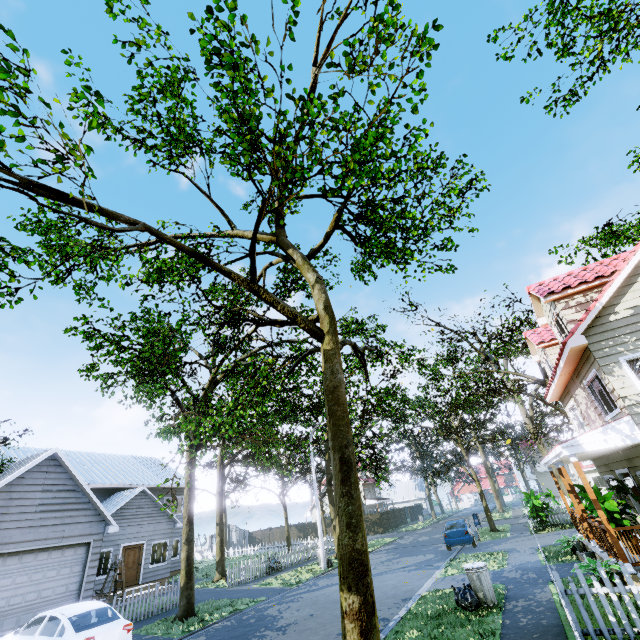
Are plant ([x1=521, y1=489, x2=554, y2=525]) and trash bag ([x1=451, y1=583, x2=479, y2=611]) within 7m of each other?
no

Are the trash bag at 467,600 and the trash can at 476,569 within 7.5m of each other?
yes

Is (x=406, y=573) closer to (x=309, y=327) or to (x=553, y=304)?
(x=553, y=304)

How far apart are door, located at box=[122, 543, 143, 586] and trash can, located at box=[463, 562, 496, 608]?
20.36m

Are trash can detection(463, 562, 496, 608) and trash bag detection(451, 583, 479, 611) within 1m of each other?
yes

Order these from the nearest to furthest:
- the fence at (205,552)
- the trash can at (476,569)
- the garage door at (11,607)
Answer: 1. the trash can at (476,569)
2. the garage door at (11,607)
3. the fence at (205,552)

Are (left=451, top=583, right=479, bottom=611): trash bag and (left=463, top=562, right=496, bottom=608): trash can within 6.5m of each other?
yes

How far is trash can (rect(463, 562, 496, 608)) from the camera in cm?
873
